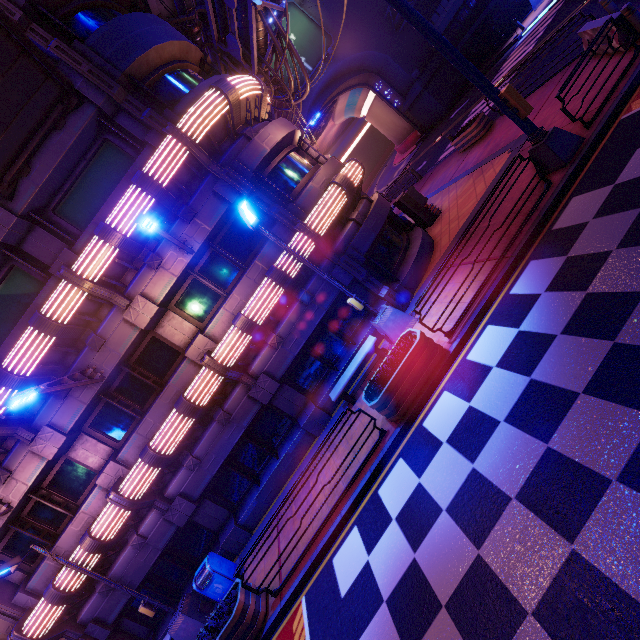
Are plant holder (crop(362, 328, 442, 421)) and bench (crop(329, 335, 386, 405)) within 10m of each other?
yes

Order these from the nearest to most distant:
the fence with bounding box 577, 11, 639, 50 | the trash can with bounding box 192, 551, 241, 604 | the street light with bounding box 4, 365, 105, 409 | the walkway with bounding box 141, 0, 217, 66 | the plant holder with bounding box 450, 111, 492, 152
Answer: the street light with bounding box 4, 365, 105, 409, the fence with bounding box 577, 11, 639, 50, the trash can with bounding box 192, 551, 241, 604, the walkway with bounding box 141, 0, 217, 66, the plant holder with bounding box 450, 111, 492, 152

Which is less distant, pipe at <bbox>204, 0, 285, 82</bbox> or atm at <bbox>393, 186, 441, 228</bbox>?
pipe at <bbox>204, 0, 285, 82</bbox>

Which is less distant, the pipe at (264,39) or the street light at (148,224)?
the street light at (148,224)

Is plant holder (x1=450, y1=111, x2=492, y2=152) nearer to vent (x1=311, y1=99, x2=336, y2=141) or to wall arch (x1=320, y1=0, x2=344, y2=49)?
wall arch (x1=320, y1=0, x2=344, y2=49)

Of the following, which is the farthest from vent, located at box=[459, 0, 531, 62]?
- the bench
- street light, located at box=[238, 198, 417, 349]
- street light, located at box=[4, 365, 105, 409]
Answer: street light, located at box=[4, 365, 105, 409]

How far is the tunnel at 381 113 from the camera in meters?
34.8 m

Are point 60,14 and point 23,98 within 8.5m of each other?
yes
